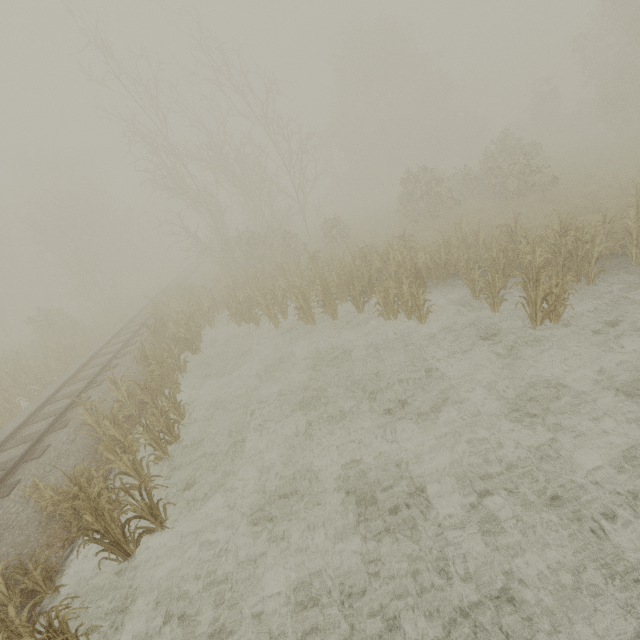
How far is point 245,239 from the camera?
21.5m
